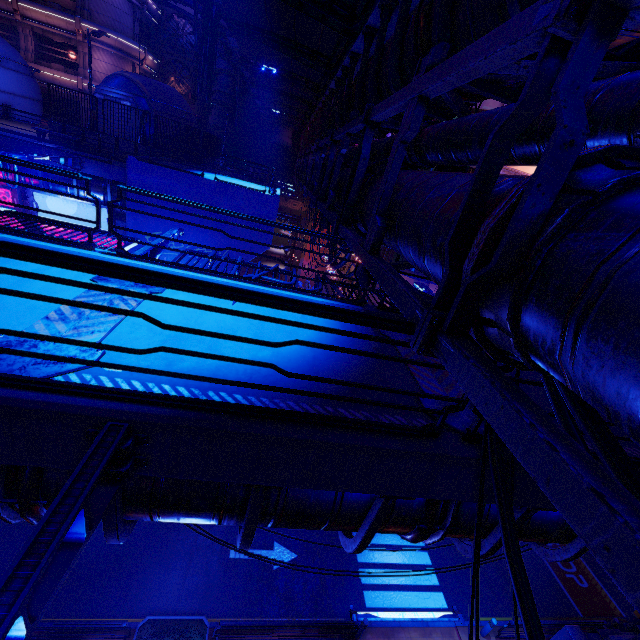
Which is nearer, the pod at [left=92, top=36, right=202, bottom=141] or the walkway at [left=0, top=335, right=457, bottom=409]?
the walkway at [left=0, top=335, right=457, bottom=409]

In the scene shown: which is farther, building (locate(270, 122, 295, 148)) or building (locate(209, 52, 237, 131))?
building (locate(270, 122, 295, 148))

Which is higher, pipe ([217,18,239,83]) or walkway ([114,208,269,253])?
pipe ([217,18,239,83])

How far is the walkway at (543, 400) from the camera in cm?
516

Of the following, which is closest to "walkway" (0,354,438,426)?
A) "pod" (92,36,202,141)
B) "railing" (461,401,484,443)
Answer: "railing" (461,401,484,443)

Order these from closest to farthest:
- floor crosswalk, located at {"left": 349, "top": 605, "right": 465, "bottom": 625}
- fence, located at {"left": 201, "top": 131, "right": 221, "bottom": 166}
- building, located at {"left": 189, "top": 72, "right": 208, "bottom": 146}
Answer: floor crosswalk, located at {"left": 349, "top": 605, "right": 465, "bottom": 625} → fence, located at {"left": 201, "top": 131, "right": 221, "bottom": 166} → building, located at {"left": 189, "top": 72, "right": 208, "bottom": 146}

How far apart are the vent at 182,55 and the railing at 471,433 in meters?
48.7

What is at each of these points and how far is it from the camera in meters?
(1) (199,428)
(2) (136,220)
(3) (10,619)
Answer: (1) walkway, 2.8
(2) walkway, 16.3
(3) street light, 1.6
